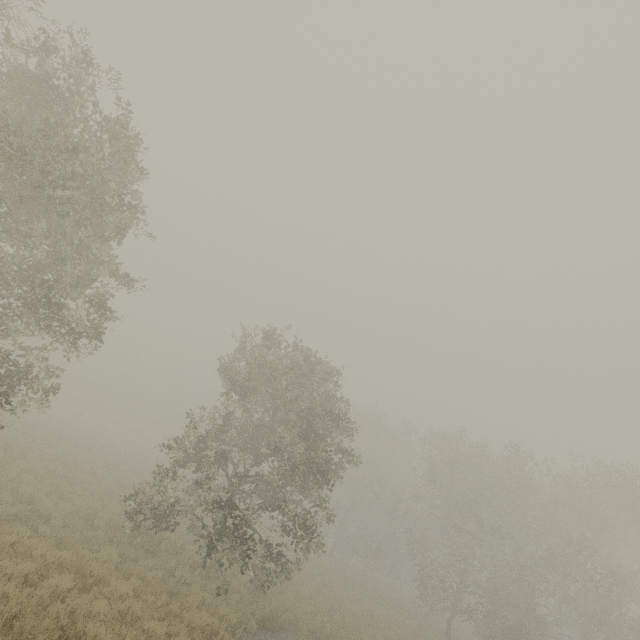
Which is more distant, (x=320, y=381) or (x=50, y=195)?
(x=320, y=381)
